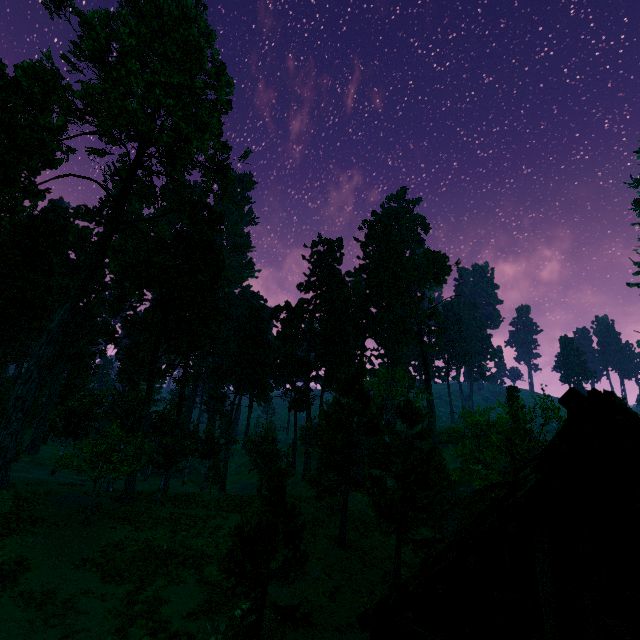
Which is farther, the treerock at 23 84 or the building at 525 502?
the treerock at 23 84

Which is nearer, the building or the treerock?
the building

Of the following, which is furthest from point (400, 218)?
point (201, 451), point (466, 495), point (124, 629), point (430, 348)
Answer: point (124, 629)
